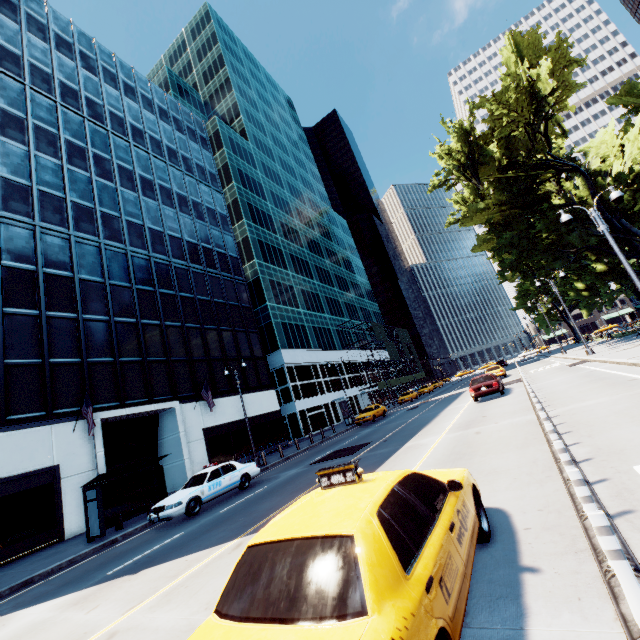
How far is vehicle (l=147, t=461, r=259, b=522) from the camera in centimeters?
1263cm

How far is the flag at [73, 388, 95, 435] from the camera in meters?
17.6 m

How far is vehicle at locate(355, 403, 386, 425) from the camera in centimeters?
3062cm

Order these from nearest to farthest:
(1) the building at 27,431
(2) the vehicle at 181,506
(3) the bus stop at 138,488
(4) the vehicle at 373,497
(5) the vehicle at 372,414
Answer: (4) the vehicle at 373,497, (2) the vehicle at 181,506, (3) the bus stop at 138,488, (1) the building at 27,431, (5) the vehicle at 372,414

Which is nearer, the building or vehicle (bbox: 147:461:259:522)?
vehicle (bbox: 147:461:259:522)

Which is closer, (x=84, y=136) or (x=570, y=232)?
(x=84, y=136)

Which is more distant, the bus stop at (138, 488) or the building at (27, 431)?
the building at (27, 431)

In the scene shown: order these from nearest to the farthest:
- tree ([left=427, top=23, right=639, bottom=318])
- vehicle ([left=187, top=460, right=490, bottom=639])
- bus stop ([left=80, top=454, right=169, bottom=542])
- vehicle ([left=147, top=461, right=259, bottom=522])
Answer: vehicle ([left=187, top=460, right=490, bottom=639]), vehicle ([left=147, top=461, right=259, bottom=522]), bus stop ([left=80, top=454, right=169, bottom=542]), tree ([left=427, top=23, right=639, bottom=318])
